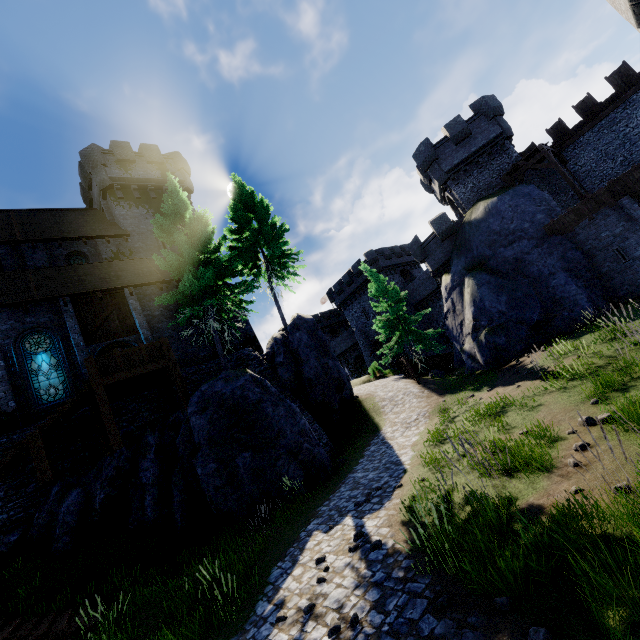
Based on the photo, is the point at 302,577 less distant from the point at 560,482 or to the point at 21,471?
the point at 560,482

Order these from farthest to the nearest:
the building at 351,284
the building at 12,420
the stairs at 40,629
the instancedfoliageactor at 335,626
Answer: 1. the building at 351,284
2. the building at 12,420
3. the stairs at 40,629
4. the instancedfoliageactor at 335,626

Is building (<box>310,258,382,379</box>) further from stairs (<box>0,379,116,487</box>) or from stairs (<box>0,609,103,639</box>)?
stairs (<box>0,609,103,639</box>)

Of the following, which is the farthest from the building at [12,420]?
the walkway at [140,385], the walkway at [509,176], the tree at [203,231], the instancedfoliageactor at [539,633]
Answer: the walkway at [509,176]

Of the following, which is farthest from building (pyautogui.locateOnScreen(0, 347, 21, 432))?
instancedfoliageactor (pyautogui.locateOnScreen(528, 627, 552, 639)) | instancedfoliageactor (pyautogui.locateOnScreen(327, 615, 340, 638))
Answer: instancedfoliageactor (pyautogui.locateOnScreen(528, 627, 552, 639))

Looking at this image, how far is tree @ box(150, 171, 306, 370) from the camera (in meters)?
16.75

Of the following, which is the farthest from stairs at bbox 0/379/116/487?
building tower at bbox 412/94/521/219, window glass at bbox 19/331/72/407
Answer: building tower at bbox 412/94/521/219

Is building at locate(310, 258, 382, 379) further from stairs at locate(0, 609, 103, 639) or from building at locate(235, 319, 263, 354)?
stairs at locate(0, 609, 103, 639)
